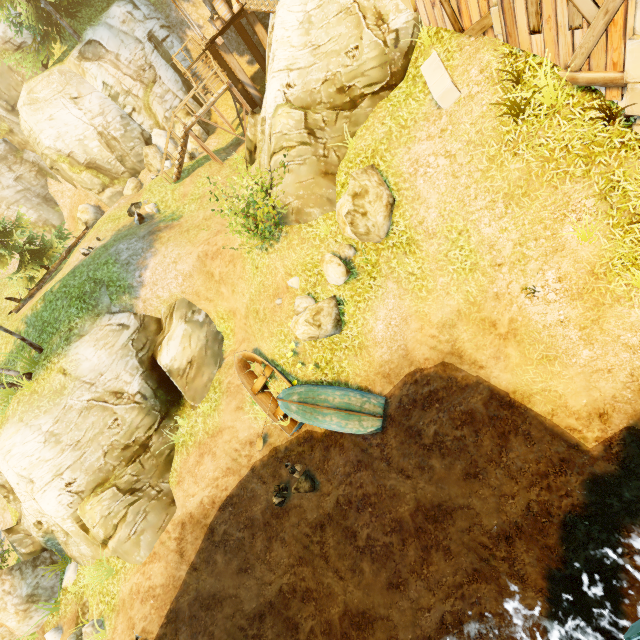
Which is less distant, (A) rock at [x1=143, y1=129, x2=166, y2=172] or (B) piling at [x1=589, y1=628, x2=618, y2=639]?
(B) piling at [x1=589, y1=628, x2=618, y2=639]

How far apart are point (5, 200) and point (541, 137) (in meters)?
34.33

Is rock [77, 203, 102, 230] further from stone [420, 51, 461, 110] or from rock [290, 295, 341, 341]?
stone [420, 51, 461, 110]

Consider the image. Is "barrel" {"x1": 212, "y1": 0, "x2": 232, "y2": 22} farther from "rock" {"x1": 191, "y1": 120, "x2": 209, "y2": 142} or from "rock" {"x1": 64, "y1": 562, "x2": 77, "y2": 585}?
"rock" {"x1": 64, "y1": 562, "x2": 77, "y2": 585}

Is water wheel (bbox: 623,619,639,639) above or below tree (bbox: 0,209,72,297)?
below

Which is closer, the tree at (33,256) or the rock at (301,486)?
the rock at (301,486)

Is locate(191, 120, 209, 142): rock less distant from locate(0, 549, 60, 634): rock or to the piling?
locate(0, 549, 60, 634): rock

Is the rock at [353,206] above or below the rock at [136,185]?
below
